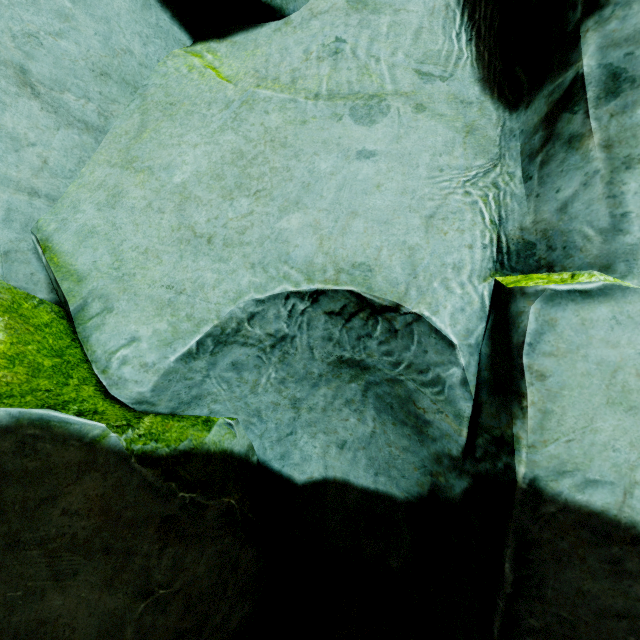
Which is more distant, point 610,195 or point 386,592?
point 386,592
